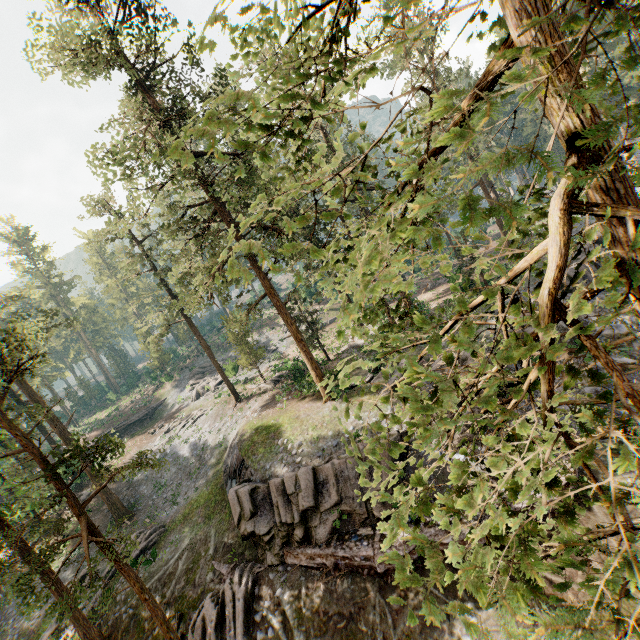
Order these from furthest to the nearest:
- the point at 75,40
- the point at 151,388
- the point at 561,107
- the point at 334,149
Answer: the point at 151,388
the point at 334,149
the point at 75,40
the point at 561,107

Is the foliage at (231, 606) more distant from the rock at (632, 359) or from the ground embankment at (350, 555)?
the ground embankment at (350, 555)

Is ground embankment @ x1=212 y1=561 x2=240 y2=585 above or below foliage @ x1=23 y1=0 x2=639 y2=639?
below

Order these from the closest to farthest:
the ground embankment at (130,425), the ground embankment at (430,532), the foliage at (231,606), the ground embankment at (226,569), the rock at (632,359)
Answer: the ground embankment at (430,532) < the foliage at (231,606) < the rock at (632,359) < the ground embankment at (226,569) < the ground embankment at (130,425)

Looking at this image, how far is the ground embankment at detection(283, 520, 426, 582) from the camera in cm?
1339

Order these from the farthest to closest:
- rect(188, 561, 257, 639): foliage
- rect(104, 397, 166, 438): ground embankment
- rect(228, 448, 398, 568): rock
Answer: rect(104, 397, 166, 438): ground embankment < rect(228, 448, 398, 568): rock < rect(188, 561, 257, 639): foliage

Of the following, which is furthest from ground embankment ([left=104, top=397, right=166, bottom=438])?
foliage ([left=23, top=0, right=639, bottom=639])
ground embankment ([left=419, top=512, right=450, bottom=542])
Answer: ground embankment ([left=419, top=512, right=450, bottom=542])

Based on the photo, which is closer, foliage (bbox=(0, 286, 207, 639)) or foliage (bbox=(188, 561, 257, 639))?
foliage (bbox=(0, 286, 207, 639))
